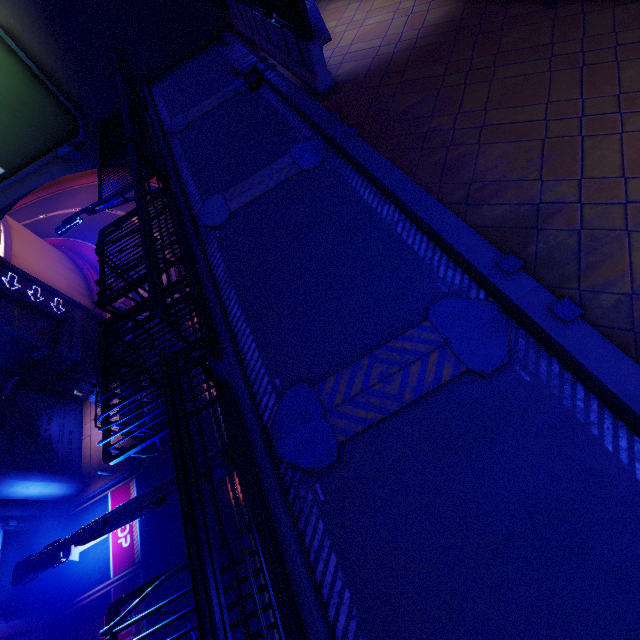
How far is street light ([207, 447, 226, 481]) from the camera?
3.88m

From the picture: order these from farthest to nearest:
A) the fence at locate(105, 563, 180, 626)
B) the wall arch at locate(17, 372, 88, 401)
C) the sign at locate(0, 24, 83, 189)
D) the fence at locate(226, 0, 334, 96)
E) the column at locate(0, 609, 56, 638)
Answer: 1. the wall arch at locate(17, 372, 88, 401)
2. the column at locate(0, 609, 56, 638)
3. the sign at locate(0, 24, 83, 189)
4. the fence at locate(226, 0, 334, 96)
5. the fence at locate(105, 563, 180, 626)

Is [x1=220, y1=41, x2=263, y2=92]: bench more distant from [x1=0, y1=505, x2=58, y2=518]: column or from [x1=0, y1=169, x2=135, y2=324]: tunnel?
[x1=0, y1=505, x2=58, y2=518]: column

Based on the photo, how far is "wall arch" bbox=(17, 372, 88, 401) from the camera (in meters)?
19.79

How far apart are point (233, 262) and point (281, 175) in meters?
2.2 m

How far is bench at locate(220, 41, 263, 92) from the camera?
8.4m

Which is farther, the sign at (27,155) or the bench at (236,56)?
Result: the sign at (27,155)

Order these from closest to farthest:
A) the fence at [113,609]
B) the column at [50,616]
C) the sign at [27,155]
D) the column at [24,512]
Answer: the fence at [113,609] → the sign at [27,155] → the column at [50,616] → the column at [24,512]
